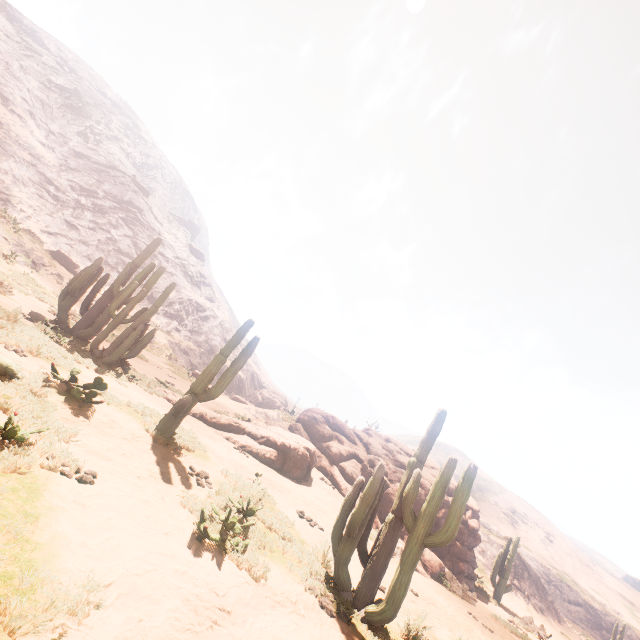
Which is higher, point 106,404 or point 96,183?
point 96,183

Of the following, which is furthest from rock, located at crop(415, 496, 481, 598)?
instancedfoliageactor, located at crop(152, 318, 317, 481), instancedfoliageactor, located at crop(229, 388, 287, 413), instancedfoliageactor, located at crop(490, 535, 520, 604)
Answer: instancedfoliageactor, located at crop(229, 388, 287, 413)

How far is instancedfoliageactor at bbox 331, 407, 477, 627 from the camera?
5.3m

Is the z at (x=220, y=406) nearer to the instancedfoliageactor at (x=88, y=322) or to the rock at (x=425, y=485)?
the rock at (x=425, y=485)

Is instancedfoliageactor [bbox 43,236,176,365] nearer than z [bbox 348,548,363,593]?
No

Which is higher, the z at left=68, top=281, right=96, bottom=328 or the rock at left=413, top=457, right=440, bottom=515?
the rock at left=413, top=457, right=440, bottom=515

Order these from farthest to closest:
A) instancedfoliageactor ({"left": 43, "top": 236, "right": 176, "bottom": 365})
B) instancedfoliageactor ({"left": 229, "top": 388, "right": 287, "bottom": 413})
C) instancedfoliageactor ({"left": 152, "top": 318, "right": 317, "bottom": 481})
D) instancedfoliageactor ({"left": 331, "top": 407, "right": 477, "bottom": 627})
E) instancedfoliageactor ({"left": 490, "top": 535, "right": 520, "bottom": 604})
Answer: instancedfoliageactor ({"left": 229, "top": 388, "right": 287, "bottom": 413}) < instancedfoliageactor ({"left": 490, "top": 535, "right": 520, "bottom": 604}) < instancedfoliageactor ({"left": 43, "top": 236, "right": 176, "bottom": 365}) < instancedfoliageactor ({"left": 152, "top": 318, "right": 317, "bottom": 481}) < instancedfoliageactor ({"left": 331, "top": 407, "right": 477, "bottom": 627})

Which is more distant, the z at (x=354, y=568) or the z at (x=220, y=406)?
the z at (x=220, y=406)
